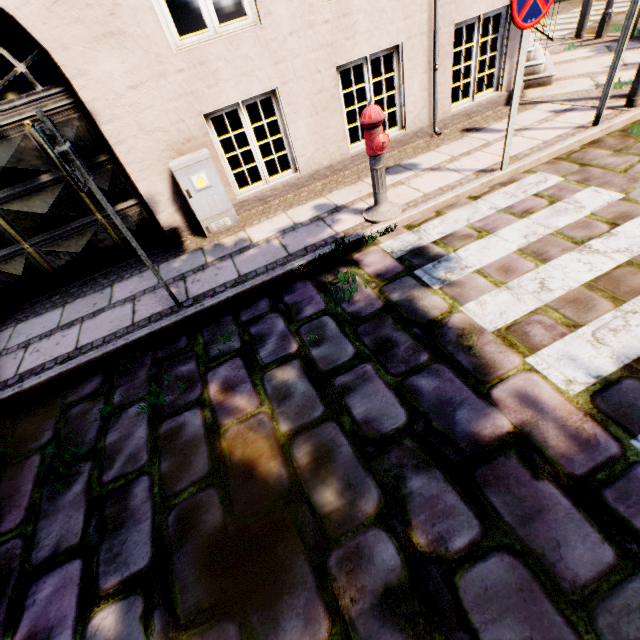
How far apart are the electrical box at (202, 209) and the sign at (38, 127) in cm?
133

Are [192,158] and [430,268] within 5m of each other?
yes

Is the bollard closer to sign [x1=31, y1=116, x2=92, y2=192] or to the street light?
the street light

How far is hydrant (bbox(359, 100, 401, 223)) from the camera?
3.3 meters

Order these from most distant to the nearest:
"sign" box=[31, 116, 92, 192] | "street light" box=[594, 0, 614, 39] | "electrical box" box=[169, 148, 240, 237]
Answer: "street light" box=[594, 0, 614, 39]
"electrical box" box=[169, 148, 240, 237]
"sign" box=[31, 116, 92, 192]

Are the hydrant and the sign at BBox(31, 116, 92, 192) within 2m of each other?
no

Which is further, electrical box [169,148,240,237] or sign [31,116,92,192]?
electrical box [169,148,240,237]

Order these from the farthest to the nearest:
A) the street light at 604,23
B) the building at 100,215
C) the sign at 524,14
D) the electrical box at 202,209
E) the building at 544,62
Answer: the street light at 604,23 → the building at 544,62 → the electrical box at 202,209 → the building at 100,215 → the sign at 524,14
